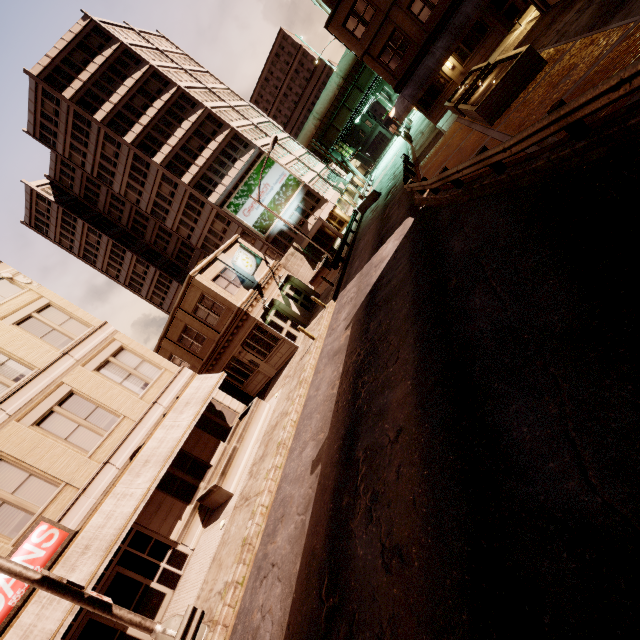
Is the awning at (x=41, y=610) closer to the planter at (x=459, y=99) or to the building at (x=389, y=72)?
the planter at (x=459, y=99)

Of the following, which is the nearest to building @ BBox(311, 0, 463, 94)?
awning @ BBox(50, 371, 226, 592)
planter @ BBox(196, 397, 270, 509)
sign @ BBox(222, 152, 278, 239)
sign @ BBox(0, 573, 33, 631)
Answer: sign @ BBox(222, 152, 278, 239)

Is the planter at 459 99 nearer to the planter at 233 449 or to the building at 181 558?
the planter at 233 449

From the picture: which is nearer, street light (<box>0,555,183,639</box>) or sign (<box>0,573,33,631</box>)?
street light (<box>0,555,183,639</box>)

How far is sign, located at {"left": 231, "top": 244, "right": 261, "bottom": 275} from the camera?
22.2m

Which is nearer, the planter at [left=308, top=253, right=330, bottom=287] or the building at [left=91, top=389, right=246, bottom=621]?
the building at [left=91, top=389, right=246, bottom=621]

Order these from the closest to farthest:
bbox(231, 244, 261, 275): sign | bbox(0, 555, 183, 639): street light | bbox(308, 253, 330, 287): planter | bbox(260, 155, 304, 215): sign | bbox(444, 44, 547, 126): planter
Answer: bbox(0, 555, 183, 639): street light, bbox(444, 44, 547, 126): planter, bbox(231, 244, 261, 275): sign, bbox(308, 253, 330, 287): planter, bbox(260, 155, 304, 215): sign

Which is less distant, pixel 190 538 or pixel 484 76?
pixel 190 538
